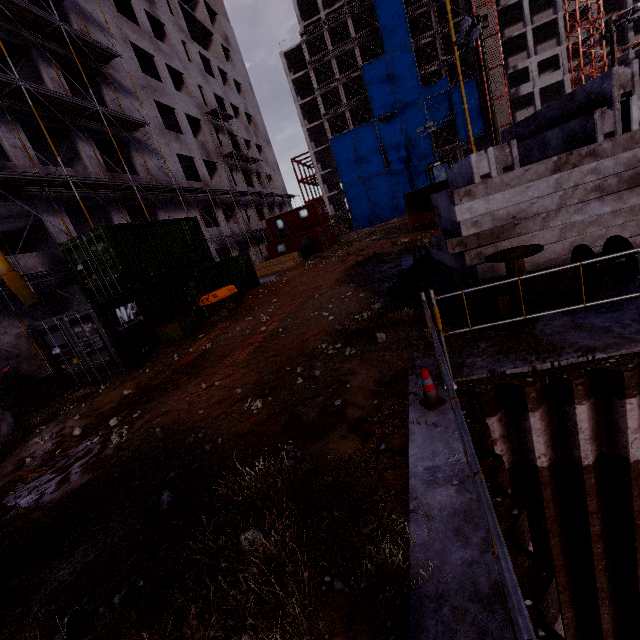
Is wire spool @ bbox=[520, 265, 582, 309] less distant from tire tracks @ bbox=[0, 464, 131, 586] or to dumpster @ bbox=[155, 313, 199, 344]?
tire tracks @ bbox=[0, 464, 131, 586]

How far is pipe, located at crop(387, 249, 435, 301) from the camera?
8.84m

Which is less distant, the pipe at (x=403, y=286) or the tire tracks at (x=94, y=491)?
the tire tracks at (x=94, y=491)

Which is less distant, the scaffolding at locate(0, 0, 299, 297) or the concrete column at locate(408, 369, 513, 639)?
the concrete column at locate(408, 369, 513, 639)

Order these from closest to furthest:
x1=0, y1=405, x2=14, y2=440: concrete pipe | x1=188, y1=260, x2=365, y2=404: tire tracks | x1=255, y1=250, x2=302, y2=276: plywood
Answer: x1=188, y1=260, x2=365, y2=404: tire tracks
x1=0, y1=405, x2=14, y2=440: concrete pipe
x1=255, y1=250, x2=302, y2=276: plywood

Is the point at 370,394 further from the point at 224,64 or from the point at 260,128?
the point at 260,128

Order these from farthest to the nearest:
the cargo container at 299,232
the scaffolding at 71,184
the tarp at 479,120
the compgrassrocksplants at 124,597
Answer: the tarp at 479,120, the cargo container at 299,232, the scaffolding at 71,184, the compgrassrocksplants at 124,597

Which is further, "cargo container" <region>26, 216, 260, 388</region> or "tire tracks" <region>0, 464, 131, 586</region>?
"cargo container" <region>26, 216, 260, 388</region>
